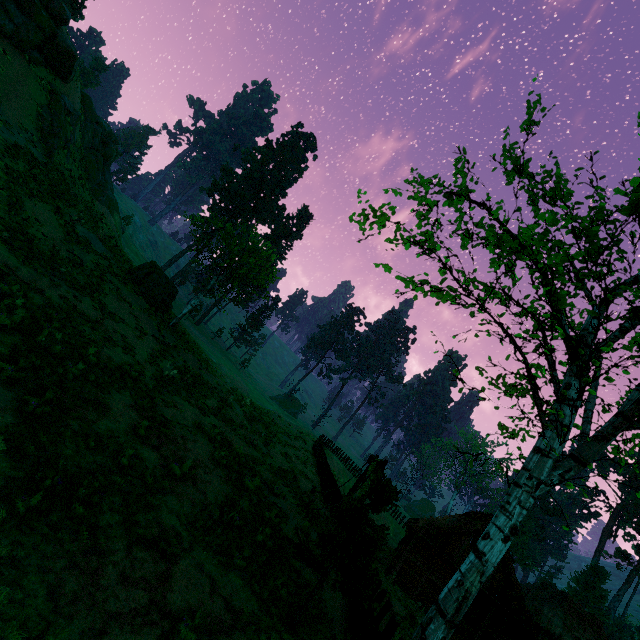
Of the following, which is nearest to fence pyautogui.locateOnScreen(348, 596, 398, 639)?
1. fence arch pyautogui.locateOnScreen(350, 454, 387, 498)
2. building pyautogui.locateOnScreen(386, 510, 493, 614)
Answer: fence arch pyautogui.locateOnScreen(350, 454, 387, 498)

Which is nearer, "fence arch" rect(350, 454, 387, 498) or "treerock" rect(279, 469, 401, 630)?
"treerock" rect(279, 469, 401, 630)

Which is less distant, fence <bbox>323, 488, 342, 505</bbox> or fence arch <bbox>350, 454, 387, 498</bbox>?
fence arch <bbox>350, 454, 387, 498</bbox>

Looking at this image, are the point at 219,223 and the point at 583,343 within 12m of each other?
no

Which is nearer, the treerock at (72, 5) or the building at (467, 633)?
the building at (467, 633)

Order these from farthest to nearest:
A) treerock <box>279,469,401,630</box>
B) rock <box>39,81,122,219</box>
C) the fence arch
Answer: rock <box>39,81,122,219</box> < the fence arch < treerock <box>279,469,401,630</box>

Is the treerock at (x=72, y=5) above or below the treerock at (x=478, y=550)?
above

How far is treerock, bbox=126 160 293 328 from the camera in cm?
2273
